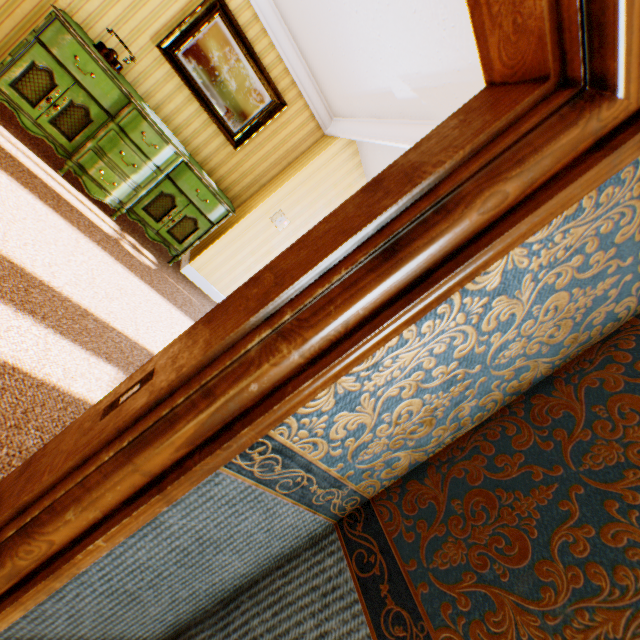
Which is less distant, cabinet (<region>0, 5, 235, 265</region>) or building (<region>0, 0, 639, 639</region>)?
building (<region>0, 0, 639, 639</region>)

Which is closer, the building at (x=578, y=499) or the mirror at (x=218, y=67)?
the building at (x=578, y=499)

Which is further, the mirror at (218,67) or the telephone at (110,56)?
the mirror at (218,67)

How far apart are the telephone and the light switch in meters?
2.3

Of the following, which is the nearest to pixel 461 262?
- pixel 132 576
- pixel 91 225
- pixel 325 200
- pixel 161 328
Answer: pixel 132 576

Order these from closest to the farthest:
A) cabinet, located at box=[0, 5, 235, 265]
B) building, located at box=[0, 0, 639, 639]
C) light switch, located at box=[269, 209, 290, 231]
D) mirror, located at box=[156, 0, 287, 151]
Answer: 1. building, located at box=[0, 0, 639, 639]
2. cabinet, located at box=[0, 5, 235, 265]
3. mirror, located at box=[156, 0, 287, 151]
4. light switch, located at box=[269, 209, 290, 231]

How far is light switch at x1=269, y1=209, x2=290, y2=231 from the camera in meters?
4.8

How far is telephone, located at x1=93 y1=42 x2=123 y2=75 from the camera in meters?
3.4
